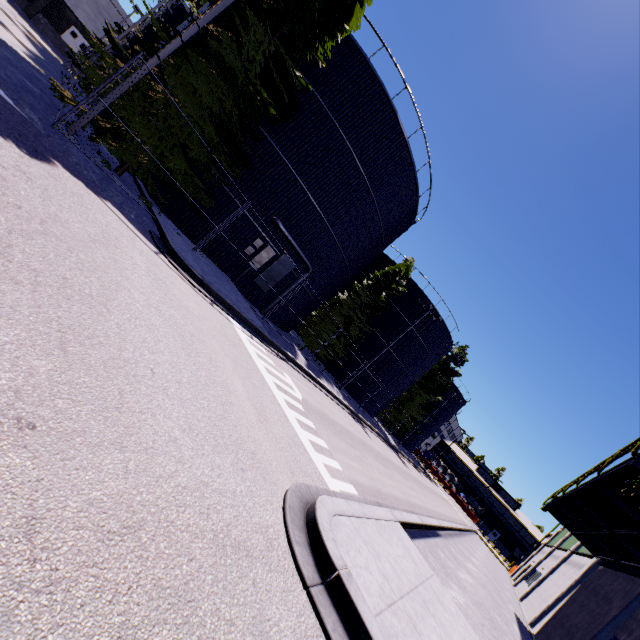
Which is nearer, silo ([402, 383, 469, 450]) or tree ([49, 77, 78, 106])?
tree ([49, 77, 78, 106])

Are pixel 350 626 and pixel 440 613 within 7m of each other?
yes

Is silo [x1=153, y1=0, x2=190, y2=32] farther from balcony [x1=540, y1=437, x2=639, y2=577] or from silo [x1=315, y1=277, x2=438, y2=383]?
Answer: balcony [x1=540, y1=437, x2=639, y2=577]

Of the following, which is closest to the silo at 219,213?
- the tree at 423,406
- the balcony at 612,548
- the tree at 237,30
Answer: the tree at 423,406

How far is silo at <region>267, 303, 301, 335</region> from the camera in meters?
19.6 m

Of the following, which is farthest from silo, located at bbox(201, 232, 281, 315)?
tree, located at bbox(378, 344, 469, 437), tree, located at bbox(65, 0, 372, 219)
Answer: tree, located at bbox(65, 0, 372, 219)

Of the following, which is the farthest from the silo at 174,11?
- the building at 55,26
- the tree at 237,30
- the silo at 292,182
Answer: the building at 55,26
